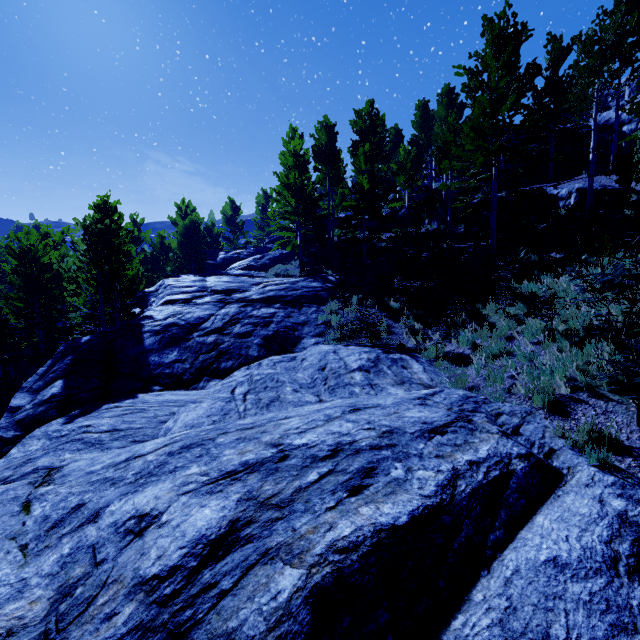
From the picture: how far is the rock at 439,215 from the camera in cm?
2217

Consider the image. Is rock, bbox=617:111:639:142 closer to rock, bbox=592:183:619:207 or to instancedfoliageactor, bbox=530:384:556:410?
instancedfoliageactor, bbox=530:384:556:410

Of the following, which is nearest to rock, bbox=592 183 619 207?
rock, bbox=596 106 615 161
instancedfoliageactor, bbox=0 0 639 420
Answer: instancedfoliageactor, bbox=0 0 639 420

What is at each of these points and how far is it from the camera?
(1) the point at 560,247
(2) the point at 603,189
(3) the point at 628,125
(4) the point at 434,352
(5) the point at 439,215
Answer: (1) instancedfoliageactor, 12.3 meters
(2) rock, 14.7 meters
(3) rock, 19.6 meters
(4) instancedfoliageactor, 9.4 meters
(5) rock, 22.7 meters

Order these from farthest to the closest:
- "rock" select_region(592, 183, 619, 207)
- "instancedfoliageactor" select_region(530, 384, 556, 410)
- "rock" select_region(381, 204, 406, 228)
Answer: "rock" select_region(381, 204, 406, 228)
"rock" select_region(592, 183, 619, 207)
"instancedfoliageactor" select_region(530, 384, 556, 410)

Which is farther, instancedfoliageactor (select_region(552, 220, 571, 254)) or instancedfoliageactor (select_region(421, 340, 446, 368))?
instancedfoliageactor (select_region(552, 220, 571, 254))

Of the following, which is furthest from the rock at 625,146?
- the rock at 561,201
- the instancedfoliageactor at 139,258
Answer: the rock at 561,201
